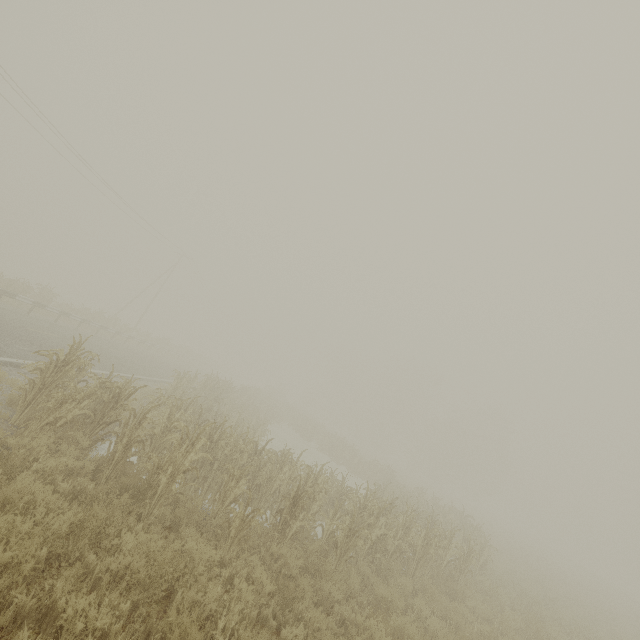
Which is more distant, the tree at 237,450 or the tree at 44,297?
the tree at 44,297

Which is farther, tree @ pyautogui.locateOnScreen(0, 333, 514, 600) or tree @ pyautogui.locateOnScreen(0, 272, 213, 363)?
tree @ pyautogui.locateOnScreen(0, 272, 213, 363)

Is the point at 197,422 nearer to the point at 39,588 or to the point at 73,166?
the point at 39,588
